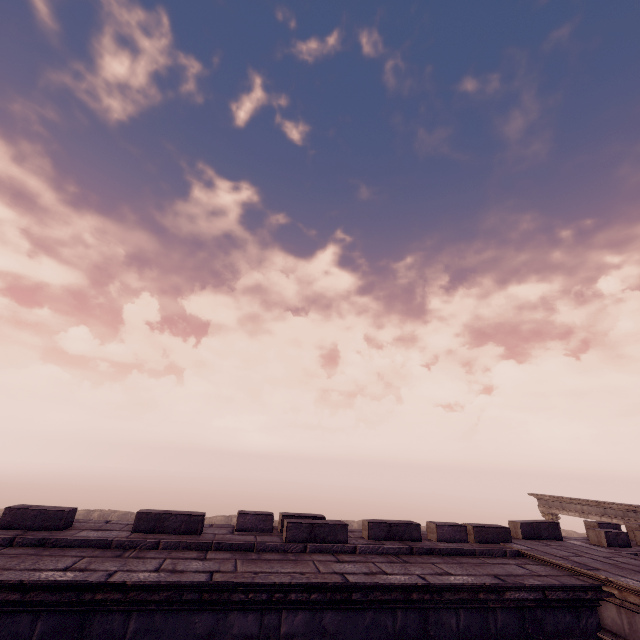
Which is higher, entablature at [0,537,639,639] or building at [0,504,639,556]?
building at [0,504,639,556]

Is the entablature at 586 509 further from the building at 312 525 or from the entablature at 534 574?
the entablature at 534 574

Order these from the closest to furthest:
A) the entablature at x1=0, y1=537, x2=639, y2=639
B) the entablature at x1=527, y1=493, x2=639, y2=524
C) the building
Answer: the entablature at x1=0, y1=537, x2=639, y2=639 → the building → the entablature at x1=527, y1=493, x2=639, y2=524

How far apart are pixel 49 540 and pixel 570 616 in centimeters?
629cm

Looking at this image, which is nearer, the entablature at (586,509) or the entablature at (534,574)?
the entablature at (534,574)

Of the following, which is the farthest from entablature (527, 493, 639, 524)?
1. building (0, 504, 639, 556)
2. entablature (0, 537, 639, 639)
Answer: entablature (0, 537, 639, 639)

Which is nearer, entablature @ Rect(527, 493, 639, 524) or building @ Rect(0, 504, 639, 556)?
building @ Rect(0, 504, 639, 556)

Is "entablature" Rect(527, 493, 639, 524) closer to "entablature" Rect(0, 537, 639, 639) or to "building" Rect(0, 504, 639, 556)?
"building" Rect(0, 504, 639, 556)
